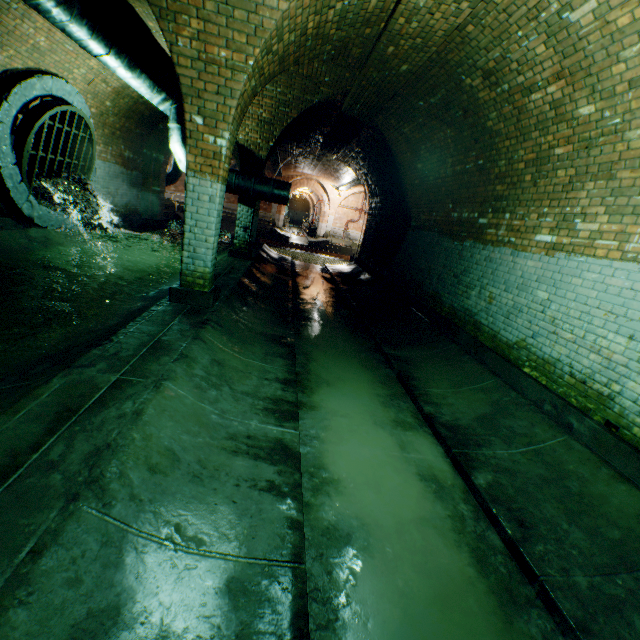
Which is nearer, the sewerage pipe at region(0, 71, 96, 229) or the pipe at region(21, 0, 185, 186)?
the pipe at region(21, 0, 185, 186)

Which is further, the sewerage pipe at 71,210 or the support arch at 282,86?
the sewerage pipe at 71,210

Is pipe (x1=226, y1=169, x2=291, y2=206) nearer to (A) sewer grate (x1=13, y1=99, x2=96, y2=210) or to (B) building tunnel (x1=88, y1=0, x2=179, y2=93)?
(B) building tunnel (x1=88, y1=0, x2=179, y2=93)

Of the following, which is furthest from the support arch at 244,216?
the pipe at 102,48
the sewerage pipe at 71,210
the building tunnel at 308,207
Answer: the building tunnel at 308,207

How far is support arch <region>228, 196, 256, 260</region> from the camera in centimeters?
916cm

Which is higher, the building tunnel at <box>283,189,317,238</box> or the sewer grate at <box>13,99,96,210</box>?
the building tunnel at <box>283,189,317,238</box>

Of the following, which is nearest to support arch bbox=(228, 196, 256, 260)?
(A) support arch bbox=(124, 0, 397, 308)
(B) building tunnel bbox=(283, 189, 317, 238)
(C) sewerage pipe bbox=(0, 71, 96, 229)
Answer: (A) support arch bbox=(124, 0, 397, 308)

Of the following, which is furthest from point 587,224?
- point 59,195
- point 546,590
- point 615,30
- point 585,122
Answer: point 59,195
